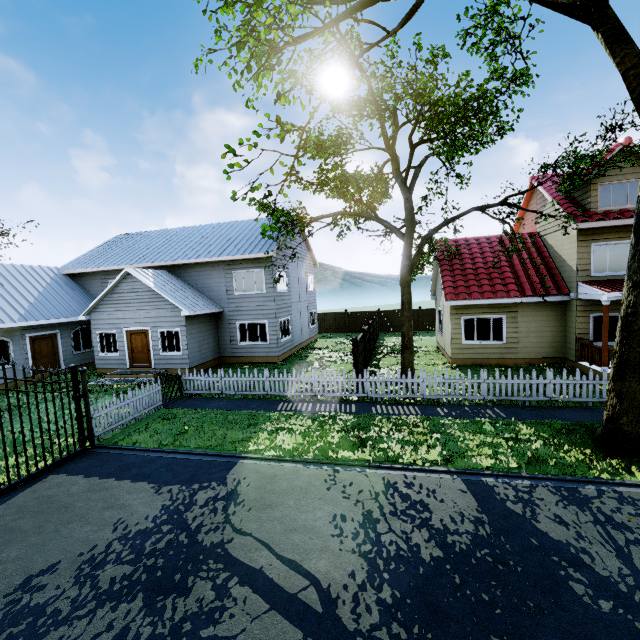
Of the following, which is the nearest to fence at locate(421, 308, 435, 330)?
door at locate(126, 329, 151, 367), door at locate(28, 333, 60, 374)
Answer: door at locate(126, 329, 151, 367)

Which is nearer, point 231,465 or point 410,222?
point 231,465

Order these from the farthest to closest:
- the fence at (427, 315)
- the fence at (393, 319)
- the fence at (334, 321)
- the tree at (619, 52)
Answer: the fence at (334, 321)
the fence at (393, 319)
the fence at (427, 315)
the tree at (619, 52)

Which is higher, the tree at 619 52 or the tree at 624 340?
the tree at 619 52

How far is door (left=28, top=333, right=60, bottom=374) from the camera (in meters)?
17.08

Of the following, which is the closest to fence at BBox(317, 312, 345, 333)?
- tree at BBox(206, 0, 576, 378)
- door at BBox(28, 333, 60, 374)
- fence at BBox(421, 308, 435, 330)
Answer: fence at BBox(421, 308, 435, 330)

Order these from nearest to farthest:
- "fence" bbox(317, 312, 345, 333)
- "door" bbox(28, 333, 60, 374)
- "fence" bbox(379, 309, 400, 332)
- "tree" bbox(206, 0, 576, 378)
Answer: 1. "tree" bbox(206, 0, 576, 378)
2. "door" bbox(28, 333, 60, 374)
3. "fence" bbox(379, 309, 400, 332)
4. "fence" bbox(317, 312, 345, 333)

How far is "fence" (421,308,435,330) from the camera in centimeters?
2894cm
